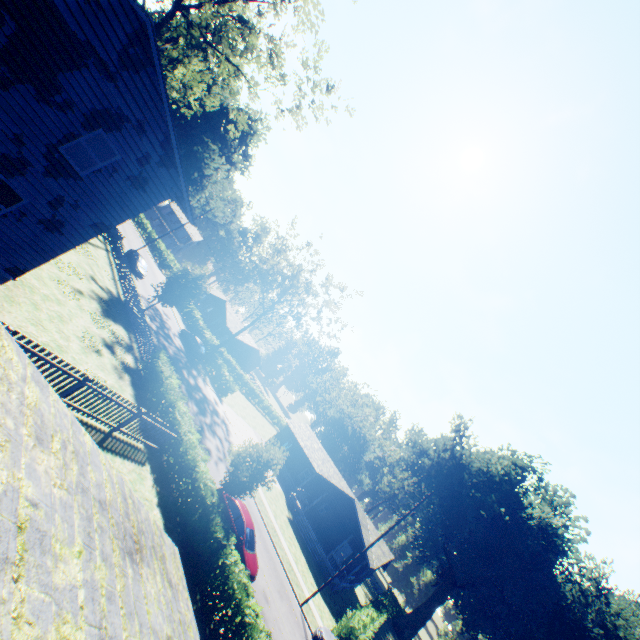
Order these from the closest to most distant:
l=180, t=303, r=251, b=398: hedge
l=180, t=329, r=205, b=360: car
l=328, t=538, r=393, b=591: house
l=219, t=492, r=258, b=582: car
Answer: l=219, t=492, r=258, b=582: car, l=328, t=538, r=393, b=591: house, l=180, t=329, r=205, b=360: car, l=180, t=303, r=251, b=398: hedge

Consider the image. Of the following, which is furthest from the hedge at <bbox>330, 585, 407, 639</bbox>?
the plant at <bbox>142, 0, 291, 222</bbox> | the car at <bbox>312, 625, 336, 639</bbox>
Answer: the plant at <bbox>142, 0, 291, 222</bbox>

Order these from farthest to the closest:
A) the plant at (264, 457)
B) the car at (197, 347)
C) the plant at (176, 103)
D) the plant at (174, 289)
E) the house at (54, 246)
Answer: the car at (197, 347), the plant at (174, 289), the plant at (176, 103), the plant at (264, 457), the house at (54, 246)

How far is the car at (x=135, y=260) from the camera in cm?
3631

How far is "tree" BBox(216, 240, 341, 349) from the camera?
44.03m

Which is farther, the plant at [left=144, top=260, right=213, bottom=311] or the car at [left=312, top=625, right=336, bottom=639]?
the plant at [left=144, top=260, right=213, bottom=311]

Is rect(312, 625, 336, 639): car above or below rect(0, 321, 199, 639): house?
below

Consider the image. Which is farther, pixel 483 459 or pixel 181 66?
pixel 483 459
